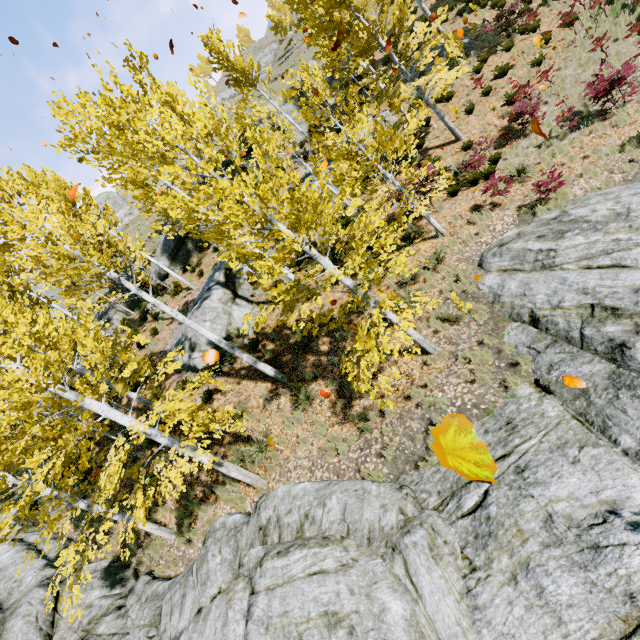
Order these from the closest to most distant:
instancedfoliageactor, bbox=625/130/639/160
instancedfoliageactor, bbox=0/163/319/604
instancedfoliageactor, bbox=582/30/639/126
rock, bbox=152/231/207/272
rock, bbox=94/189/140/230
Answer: instancedfoliageactor, bbox=0/163/319/604, instancedfoliageactor, bbox=625/130/639/160, instancedfoliageactor, bbox=582/30/639/126, rock, bbox=152/231/207/272, rock, bbox=94/189/140/230

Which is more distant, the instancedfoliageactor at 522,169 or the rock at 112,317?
the rock at 112,317

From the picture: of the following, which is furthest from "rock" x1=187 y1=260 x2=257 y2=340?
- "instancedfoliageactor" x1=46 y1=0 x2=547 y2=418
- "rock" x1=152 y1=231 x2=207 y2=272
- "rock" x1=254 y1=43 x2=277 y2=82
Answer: "rock" x1=254 y1=43 x2=277 y2=82

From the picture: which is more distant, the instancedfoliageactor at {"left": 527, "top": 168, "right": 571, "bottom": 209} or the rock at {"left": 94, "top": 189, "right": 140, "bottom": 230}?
the rock at {"left": 94, "top": 189, "right": 140, "bottom": 230}

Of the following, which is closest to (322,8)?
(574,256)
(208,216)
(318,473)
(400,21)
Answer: (400,21)

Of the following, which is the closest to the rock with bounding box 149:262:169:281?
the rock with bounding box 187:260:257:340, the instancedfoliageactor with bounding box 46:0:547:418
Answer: the instancedfoliageactor with bounding box 46:0:547:418

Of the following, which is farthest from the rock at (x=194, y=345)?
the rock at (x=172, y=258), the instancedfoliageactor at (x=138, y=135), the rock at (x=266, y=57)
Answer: the rock at (x=266, y=57)

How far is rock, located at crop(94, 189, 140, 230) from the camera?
42.1m
